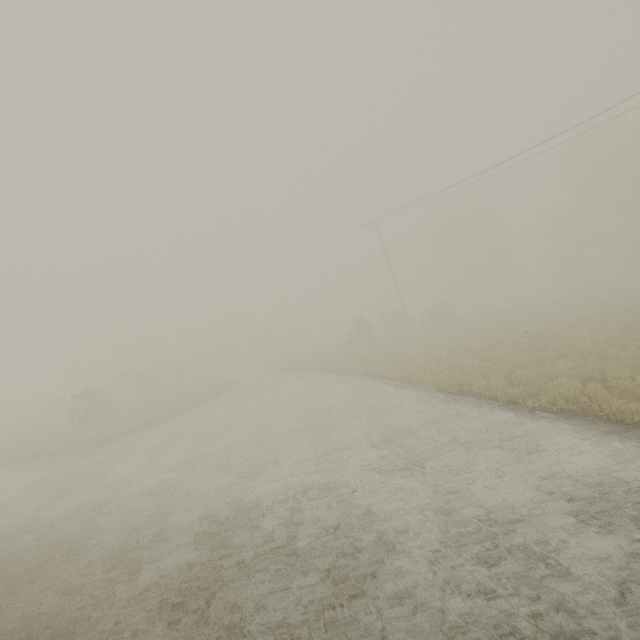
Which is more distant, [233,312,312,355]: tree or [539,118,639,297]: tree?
[233,312,312,355]: tree

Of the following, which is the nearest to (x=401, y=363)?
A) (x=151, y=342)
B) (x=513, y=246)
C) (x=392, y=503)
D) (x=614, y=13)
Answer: (x=392, y=503)

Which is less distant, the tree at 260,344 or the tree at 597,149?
the tree at 597,149

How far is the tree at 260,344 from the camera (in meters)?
49.84

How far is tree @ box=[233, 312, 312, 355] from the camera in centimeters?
4984cm
